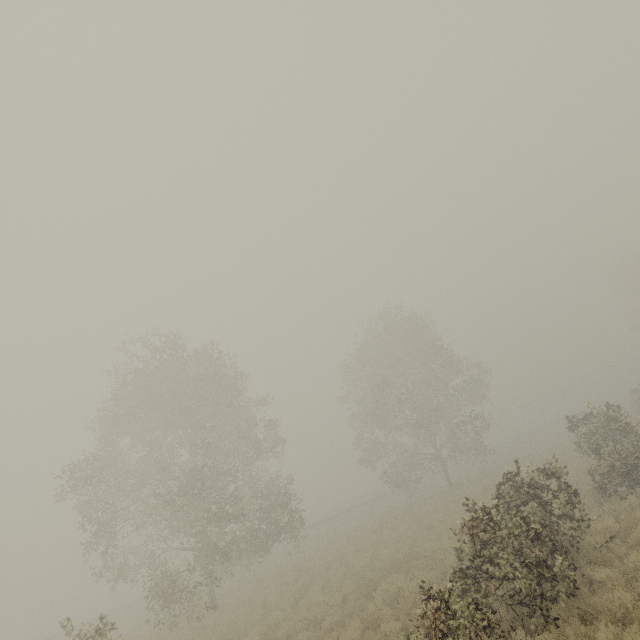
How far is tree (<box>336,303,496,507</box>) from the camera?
29.3 meters

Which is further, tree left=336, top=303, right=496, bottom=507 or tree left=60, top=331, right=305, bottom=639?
tree left=336, top=303, right=496, bottom=507

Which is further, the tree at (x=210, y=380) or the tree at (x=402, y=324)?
the tree at (x=402, y=324)

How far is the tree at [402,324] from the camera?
29.28m

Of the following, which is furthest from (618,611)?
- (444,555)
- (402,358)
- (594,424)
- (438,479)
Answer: (438,479)
